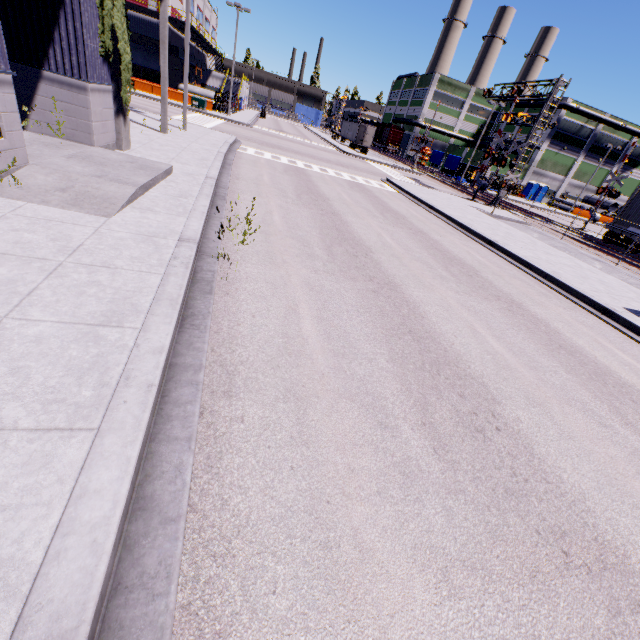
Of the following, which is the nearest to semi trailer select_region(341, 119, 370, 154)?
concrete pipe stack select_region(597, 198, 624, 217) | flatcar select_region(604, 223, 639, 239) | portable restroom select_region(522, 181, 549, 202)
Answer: flatcar select_region(604, 223, 639, 239)

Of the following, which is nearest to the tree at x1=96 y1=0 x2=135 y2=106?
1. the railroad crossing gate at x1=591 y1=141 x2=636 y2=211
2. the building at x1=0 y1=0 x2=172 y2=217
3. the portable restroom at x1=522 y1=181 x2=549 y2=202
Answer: the building at x1=0 y1=0 x2=172 y2=217

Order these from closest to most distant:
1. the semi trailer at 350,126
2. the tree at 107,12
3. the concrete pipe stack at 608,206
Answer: the tree at 107,12
the semi trailer at 350,126
the concrete pipe stack at 608,206

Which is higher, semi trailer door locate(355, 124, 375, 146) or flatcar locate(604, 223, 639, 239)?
semi trailer door locate(355, 124, 375, 146)

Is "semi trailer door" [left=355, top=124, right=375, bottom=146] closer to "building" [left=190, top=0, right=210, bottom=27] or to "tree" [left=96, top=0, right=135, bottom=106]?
"tree" [left=96, top=0, right=135, bottom=106]

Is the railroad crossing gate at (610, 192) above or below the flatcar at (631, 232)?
above

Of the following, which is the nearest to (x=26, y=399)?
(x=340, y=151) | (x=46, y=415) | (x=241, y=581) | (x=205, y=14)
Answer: (x=46, y=415)

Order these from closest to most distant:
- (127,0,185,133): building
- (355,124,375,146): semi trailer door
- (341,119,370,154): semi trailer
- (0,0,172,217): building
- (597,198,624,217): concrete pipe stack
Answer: (0,0,172,217): building, (127,0,185,133): building, (355,124,375,146): semi trailer door, (341,119,370,154): semi trailer, (597,198,624,217): concrete pipe stack
